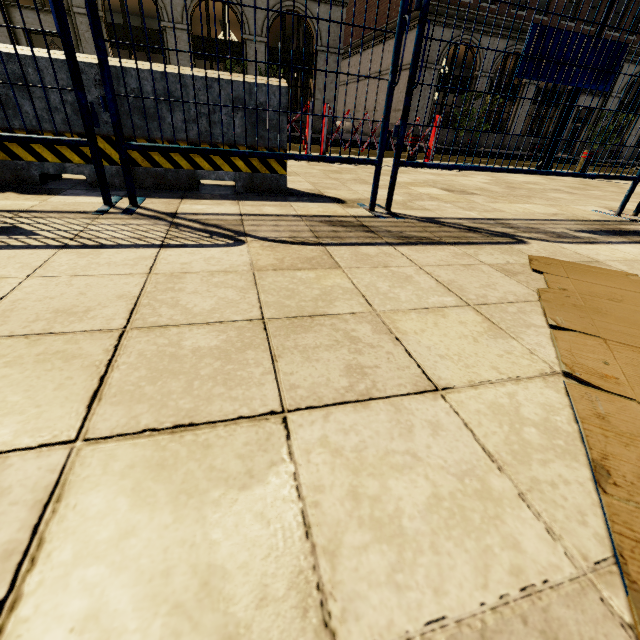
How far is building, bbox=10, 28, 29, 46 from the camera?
15.2m

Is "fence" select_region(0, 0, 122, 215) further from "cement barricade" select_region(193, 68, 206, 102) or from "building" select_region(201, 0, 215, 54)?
"building" select_region(201, 0, 215, 54)

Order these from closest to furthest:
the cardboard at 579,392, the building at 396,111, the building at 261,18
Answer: the cardboard at 579,392
the building at 261,18
the building at 396,111

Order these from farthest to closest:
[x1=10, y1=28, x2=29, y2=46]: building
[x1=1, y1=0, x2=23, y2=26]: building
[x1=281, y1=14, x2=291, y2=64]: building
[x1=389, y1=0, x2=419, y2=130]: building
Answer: [x1=389, y1=0, x2=419, y2=130]: building
[x1=281, y1=14, x2=291, y2=64]: building
[x1=10, y1=28, x2=29, y2=46]: building
[x1=1, y1=0, x2=23, y2=26]: building

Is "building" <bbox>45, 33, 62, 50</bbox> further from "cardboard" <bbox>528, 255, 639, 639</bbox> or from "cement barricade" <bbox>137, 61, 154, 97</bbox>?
"cardboard" <bbox>528, 255, 639, 639</bbox>

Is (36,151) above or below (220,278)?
above

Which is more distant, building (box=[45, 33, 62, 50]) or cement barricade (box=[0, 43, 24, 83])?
building (box=[45, 33, 62, 50])

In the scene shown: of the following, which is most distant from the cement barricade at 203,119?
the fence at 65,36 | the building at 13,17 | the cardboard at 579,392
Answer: the building at 13,17
